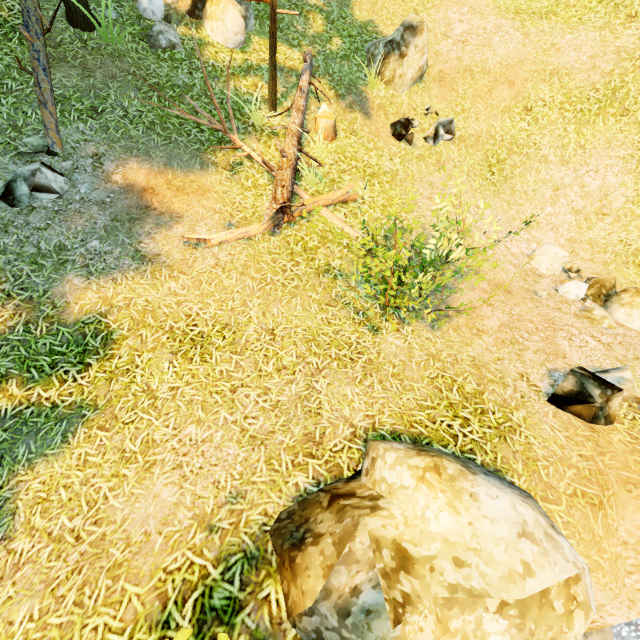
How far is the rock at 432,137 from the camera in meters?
9.0 m

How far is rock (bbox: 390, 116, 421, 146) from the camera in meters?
8.5 m

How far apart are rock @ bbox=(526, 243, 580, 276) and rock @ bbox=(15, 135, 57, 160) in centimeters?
1058cm

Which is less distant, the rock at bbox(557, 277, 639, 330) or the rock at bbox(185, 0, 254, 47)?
the rock at bbox(557, 277, 639, 330)

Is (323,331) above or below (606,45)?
below

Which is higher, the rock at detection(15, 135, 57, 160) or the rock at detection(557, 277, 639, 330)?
the rock at detection(15, 135, 57, 160)

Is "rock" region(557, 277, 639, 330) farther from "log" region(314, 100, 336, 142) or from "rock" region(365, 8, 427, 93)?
"rock" region(365, 8, 427, 93)

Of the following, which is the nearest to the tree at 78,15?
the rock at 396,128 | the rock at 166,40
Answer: the rock at 166,40
